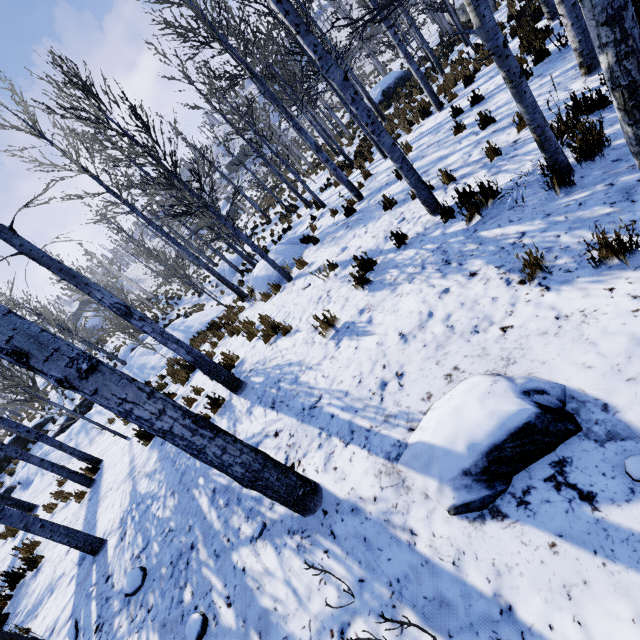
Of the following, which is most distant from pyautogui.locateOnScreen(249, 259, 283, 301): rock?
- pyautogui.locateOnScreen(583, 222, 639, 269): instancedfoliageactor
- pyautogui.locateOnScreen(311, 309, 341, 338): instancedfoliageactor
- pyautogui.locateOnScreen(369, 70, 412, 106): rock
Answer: pyautogui.locateOnScreen(369, 70, 412, 106): rock

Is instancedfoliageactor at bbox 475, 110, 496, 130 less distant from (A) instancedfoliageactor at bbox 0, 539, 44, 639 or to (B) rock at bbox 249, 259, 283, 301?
(B) rock at bbox 249, 259, 283, 301

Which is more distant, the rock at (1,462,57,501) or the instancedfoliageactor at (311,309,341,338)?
the rock at (1,462,57,501)

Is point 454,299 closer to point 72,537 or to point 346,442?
point 346,442

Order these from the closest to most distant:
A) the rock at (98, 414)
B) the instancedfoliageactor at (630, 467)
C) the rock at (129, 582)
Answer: the instancedfoliageactor at (630, 467) < the rock at (129, 582) < the rock at (98, 414)

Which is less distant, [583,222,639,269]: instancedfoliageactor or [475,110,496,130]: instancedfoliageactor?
[583,222,639,269]: instancedfoliageactor

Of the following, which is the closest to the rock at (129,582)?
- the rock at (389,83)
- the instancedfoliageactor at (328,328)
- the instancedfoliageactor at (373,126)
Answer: the instancedfoliageactor at (373,126)

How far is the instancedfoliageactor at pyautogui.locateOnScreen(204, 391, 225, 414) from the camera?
5.5m
